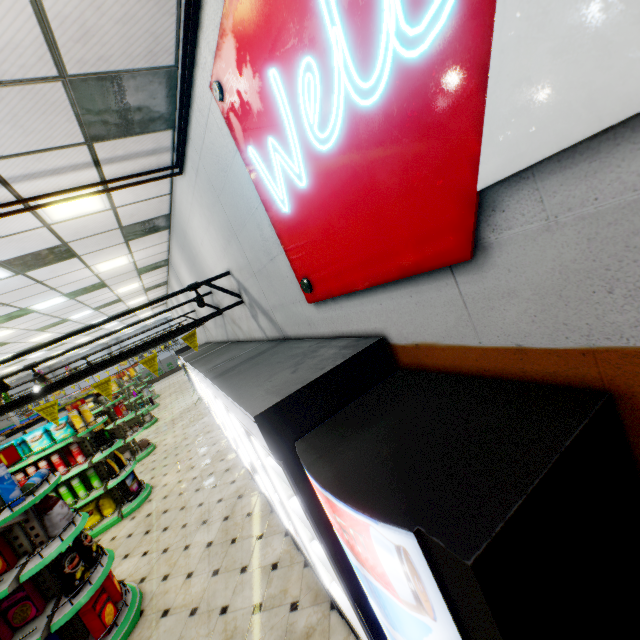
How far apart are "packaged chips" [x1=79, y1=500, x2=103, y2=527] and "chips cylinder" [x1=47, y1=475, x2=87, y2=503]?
0.2m

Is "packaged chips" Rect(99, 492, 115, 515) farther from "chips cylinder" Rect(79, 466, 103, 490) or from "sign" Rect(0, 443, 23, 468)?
"sign" Rect(0, 443, 23, 468)

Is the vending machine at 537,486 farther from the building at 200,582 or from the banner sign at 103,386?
the banner sign at 103,386

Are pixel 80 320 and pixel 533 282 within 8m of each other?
no

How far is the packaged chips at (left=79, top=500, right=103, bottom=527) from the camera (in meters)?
6.22

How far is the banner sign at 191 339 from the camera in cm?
414

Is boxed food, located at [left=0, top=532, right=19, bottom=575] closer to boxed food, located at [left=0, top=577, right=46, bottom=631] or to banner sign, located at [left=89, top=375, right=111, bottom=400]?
boxed food, located at [left=0, top=577, right=46, bottom=631]

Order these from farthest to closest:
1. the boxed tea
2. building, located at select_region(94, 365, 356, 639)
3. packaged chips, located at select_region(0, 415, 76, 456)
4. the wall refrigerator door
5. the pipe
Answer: the boxed tea
packaged chips, located at select_region(0, 415, 76, 456)
building, located at select_region(94, 365, 356, 639)
the pipe
the wall refrigerator door
